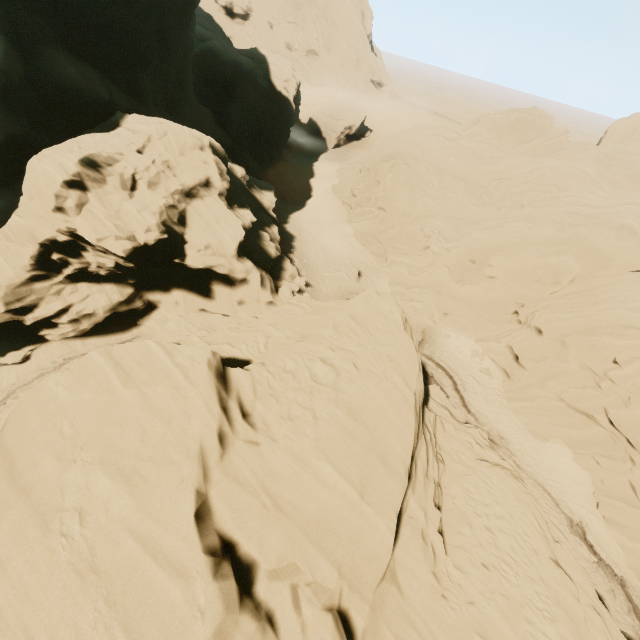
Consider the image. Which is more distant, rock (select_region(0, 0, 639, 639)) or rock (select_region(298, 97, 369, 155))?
rock (select_region(298, 97, 369, 155))

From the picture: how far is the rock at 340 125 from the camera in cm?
5459

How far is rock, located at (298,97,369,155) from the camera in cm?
5459

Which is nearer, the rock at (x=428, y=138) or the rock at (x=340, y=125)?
the rock at (x=428, y=138)

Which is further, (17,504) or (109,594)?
(17,504)
